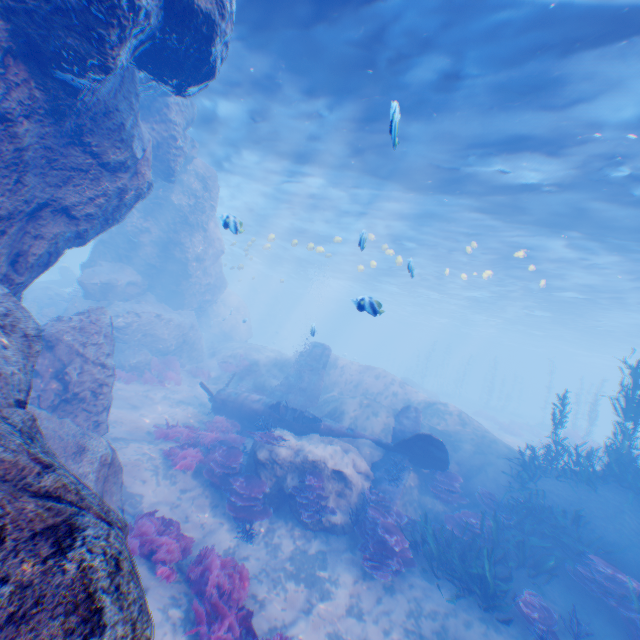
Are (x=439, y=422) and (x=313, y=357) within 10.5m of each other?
yes

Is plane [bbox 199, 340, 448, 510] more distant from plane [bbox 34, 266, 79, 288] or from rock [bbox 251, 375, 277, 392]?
plane [bbox 34, 266, 79, 288]

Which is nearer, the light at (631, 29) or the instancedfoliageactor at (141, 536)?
the instancedfoliageactor at (141, 536)

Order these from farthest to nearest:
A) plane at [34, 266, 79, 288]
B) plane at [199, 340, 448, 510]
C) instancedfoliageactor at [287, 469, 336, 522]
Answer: plane at [34, 266, 79, 288] < plane at [199, 340, 448, 510] < instancedfoliageactor at [287, 469, 336, 522]

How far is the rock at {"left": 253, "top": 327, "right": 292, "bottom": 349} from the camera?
56.25m

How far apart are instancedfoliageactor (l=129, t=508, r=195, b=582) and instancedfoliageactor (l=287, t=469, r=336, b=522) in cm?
281

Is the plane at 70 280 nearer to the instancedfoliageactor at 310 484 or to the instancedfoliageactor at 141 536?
the instancedfoliageactor at 141 536

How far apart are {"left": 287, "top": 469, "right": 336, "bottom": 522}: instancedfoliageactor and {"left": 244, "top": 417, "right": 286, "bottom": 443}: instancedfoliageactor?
1.2 meters
